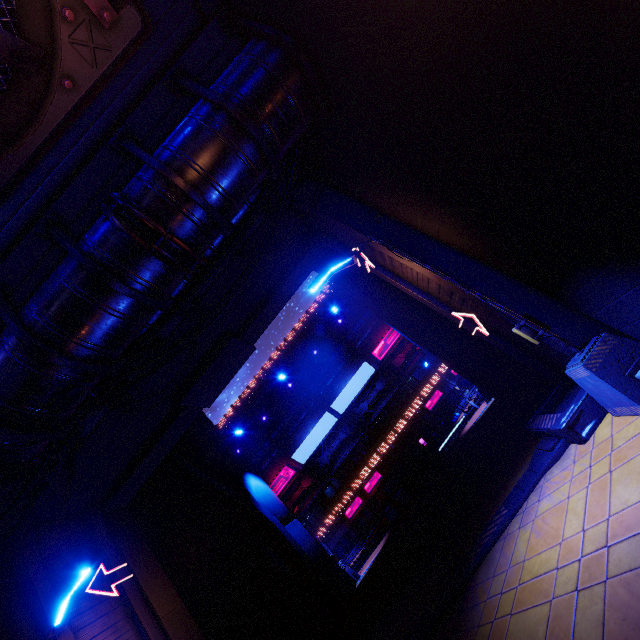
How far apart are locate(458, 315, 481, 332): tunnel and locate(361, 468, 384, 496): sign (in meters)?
31.74

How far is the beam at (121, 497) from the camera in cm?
1145

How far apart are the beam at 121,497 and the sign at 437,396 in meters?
30.3 m

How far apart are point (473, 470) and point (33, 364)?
13.9 meters

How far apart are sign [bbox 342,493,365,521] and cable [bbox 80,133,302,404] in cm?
3554

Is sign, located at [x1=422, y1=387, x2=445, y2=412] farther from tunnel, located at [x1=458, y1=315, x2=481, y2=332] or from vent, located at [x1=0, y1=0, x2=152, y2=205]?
vent, located at [x1=0, y1=0, x2=152, y2=205]

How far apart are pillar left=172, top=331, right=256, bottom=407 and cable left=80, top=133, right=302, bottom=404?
4.21m

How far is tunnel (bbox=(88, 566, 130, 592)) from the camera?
9.6m
